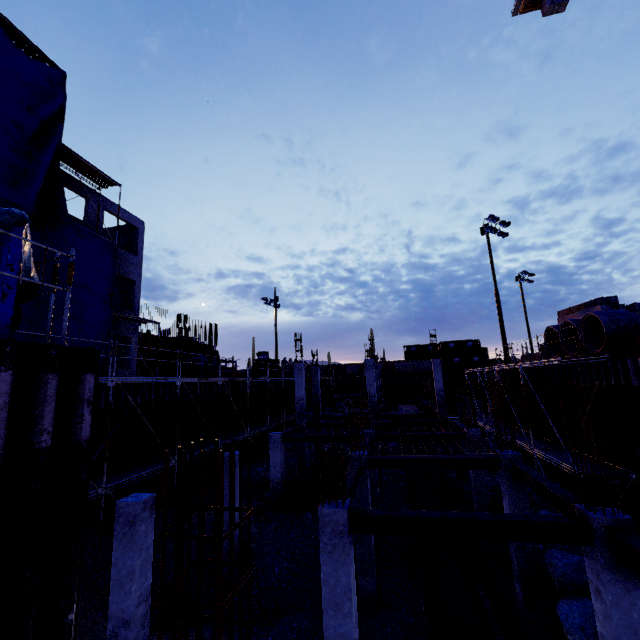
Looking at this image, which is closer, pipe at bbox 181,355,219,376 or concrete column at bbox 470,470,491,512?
concrete column at bbox 470,470,491,512

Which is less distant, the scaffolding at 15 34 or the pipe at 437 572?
the pipe at 437 572

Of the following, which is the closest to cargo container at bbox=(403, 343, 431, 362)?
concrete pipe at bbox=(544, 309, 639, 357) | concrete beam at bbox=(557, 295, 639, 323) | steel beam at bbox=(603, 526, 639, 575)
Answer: concrete beam at bbox=(557, 295, 639, 323)

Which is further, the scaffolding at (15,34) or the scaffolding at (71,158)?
the scaffolding at (71,158)

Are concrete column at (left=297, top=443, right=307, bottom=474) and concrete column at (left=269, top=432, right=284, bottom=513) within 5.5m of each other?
yes

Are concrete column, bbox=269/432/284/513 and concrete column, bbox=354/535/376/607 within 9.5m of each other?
yes

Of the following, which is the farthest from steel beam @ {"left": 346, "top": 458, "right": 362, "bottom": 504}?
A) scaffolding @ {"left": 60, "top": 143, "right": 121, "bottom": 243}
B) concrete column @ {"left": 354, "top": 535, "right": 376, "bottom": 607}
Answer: scaffolding @ {"left": 60, "top": 143, "right": 121, "bottom": 243}

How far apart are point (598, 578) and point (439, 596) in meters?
3.3 m
